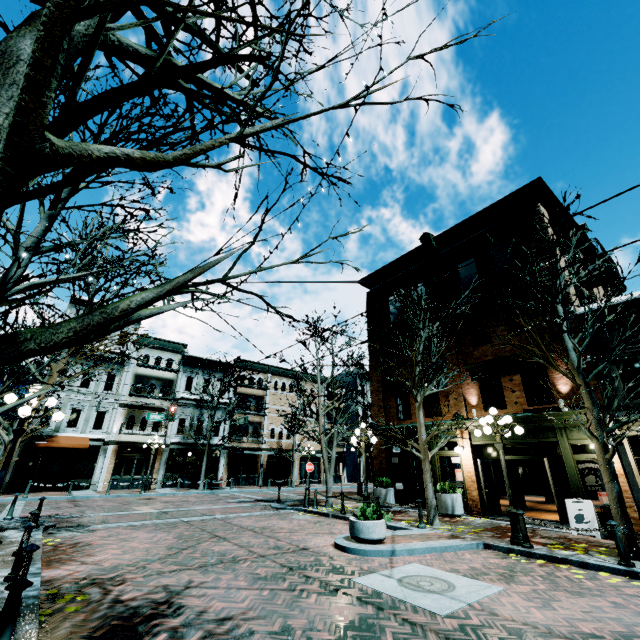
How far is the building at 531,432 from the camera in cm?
1196

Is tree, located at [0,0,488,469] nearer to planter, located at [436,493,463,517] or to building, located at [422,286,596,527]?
building, located at [422,286,596,527]

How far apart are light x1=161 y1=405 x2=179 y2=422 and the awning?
7.9 meters

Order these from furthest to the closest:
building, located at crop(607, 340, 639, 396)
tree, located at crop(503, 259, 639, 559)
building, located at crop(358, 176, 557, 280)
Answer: building, located at crop(358, 176, 557, 280), building, located at crop(607, 340, 639, 396), tree, located at crop(503, 259, 639, 559)

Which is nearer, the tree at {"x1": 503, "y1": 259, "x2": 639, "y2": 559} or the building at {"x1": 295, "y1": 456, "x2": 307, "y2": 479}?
the tree at {"x1": 503, "y1": 259, "x2": 639, "y2": 559}

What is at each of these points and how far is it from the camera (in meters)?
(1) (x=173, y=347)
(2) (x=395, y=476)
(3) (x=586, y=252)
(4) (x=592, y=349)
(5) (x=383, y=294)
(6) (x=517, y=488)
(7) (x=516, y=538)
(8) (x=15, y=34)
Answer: (1) building, 29.97
(2) building, 41.00
(3) building, 18.84
(4) building, 12.06
(5) building, 21.19
(6) shape, 16.66
(7) light, 8.81
(8) tree, 1.63

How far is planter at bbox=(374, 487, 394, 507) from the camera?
16.06m

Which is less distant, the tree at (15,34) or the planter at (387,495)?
the tree at (15,34)
